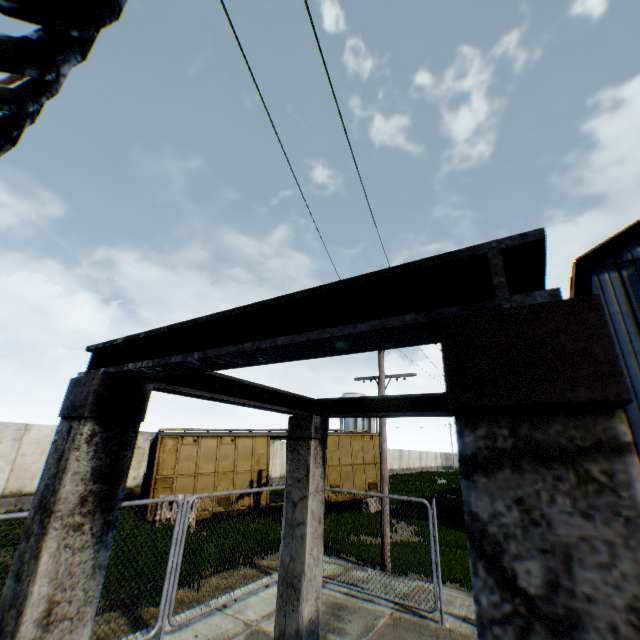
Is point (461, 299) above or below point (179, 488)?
above

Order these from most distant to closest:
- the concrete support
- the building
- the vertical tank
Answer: the vertical tank < the building < the concrete support

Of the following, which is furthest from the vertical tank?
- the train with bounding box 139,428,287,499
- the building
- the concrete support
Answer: the concrete support

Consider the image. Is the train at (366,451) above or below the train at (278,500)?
above

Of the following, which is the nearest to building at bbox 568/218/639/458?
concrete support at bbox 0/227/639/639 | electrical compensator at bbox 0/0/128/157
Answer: concrete support at bbox 0/227/639/639

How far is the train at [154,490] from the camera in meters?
13.6

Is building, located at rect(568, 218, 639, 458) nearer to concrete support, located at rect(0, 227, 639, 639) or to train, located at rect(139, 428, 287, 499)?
train, located at rect(139, 428, 287, 499)

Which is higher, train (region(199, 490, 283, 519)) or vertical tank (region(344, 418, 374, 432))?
vertical tank (region(344, 418, 374, 432))
